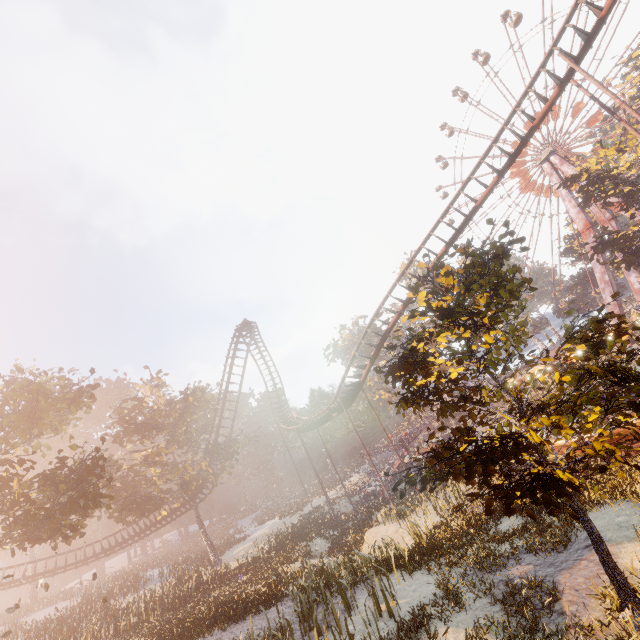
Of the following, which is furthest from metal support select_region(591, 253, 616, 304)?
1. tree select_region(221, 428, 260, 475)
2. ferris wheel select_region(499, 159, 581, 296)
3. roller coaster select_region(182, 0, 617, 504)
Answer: tree select_region(221, 428, 260, 475)

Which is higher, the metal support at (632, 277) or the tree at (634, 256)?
the tree at (634, 256)

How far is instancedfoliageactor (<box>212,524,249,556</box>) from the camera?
41.81m

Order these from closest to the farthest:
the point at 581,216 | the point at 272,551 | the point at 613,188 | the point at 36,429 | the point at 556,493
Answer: the point at 556,493
the point at 36,429
the point at 272,551
the point at 613,188
the point at 581,216

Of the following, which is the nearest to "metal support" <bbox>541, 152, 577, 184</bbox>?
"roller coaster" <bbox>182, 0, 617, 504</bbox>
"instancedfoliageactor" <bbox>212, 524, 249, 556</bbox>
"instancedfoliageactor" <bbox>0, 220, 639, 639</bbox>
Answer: "instancedfoliageactor" <bbox>0, 220, 639, 639</bbox>

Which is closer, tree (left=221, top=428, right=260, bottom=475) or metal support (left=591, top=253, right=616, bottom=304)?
tree (left=221, top=428, right=260, bottom=475)

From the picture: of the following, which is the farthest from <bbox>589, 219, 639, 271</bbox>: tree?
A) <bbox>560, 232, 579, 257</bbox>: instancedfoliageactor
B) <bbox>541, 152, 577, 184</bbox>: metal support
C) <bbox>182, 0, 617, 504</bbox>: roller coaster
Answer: <bbox>182, 0, 617, 504</bbox>: roller coaster

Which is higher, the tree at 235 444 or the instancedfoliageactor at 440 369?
the tree at 235 444
